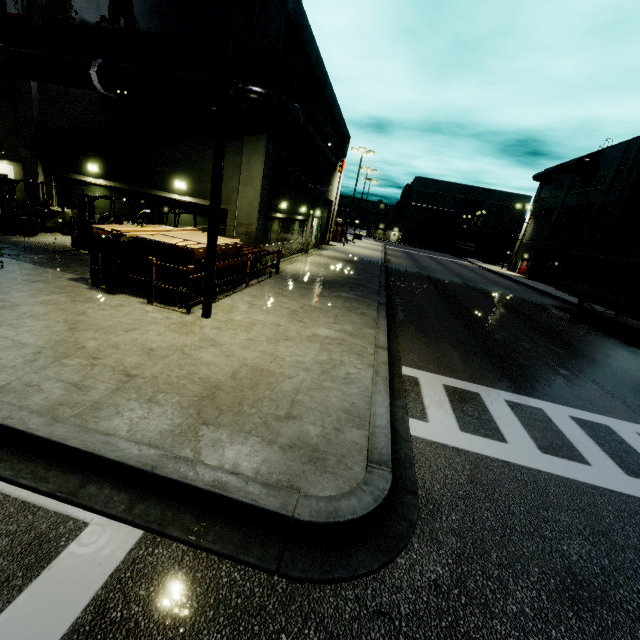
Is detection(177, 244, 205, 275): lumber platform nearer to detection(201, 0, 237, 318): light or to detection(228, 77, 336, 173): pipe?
detection(201, 0, 237, 318): light

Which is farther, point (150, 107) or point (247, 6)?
point (150, 107)

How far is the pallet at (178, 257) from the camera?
8.59m

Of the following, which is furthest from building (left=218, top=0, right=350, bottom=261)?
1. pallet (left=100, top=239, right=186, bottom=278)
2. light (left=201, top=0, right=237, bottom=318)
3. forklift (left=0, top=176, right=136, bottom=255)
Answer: light (left=201, top=0, right=237, bottom=318)

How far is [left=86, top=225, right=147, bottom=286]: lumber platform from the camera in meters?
8.3 m

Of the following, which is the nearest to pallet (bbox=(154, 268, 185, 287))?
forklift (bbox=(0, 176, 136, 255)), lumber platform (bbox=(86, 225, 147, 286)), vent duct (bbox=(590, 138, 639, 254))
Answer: lumber platform (bbox=(86, 225, 147, 286))

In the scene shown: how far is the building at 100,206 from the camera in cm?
1538

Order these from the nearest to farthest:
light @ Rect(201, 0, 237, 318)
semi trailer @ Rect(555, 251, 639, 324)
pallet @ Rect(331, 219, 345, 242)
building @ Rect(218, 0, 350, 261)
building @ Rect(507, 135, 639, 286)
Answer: light @ Rect(201, 0, 237, 318), building @ Rect(218, 0, 350, 261), semi trailer @ Rect(555, 251, 639, 324), building @ Rect(507, 135, 639, 286), pallet @ Rect(331, 219, 345, 242)
